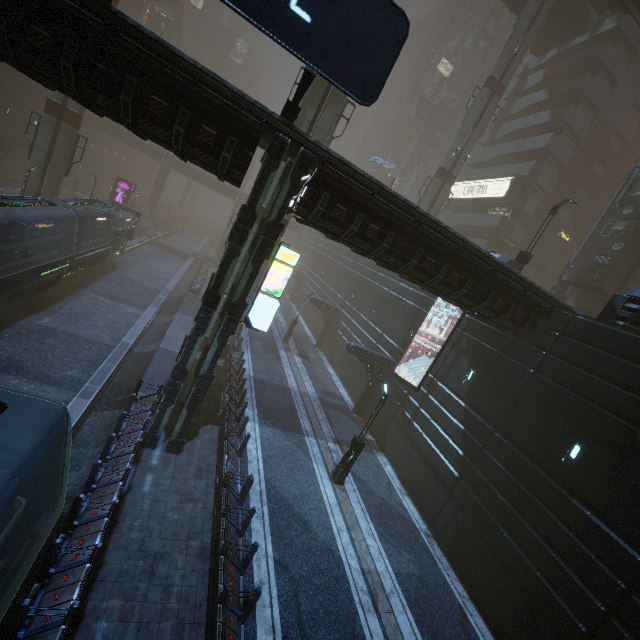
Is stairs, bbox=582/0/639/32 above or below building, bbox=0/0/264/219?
above

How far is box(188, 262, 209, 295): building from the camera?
31.44m

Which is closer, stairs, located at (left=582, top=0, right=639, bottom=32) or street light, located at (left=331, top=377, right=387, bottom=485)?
street light, located at (left=331, top=377, right=387, bottom=485)

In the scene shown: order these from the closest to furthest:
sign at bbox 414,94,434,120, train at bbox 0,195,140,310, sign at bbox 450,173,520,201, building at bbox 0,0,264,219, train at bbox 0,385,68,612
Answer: train at bbox 0,385,68,612
building at bbox 0,0,264,219
train at bbox 0,195,140,310
sign at bbox 450,173,520,201
sign at bbox 414,94,434,120

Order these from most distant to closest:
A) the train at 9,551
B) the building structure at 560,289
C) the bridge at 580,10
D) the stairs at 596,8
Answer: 1. the bridge at 580,10
2. the building structure at 560,289
3. the stairs at 596,8
4. the train at 9,551

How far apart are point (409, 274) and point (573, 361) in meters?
7.4

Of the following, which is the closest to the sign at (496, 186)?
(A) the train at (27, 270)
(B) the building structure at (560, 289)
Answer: (B) the building structure at (560, 289)

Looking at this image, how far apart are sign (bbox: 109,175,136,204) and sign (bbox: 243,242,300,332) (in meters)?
39.77
